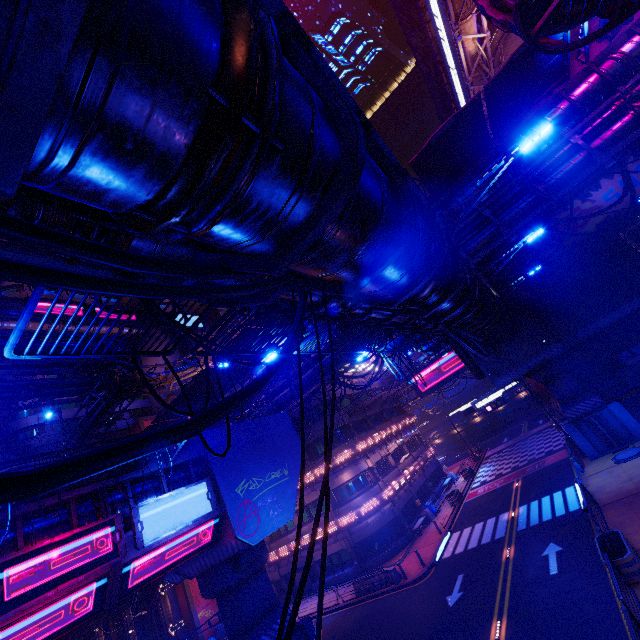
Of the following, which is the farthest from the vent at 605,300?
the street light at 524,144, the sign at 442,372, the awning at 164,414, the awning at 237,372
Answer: the awning at 164,414

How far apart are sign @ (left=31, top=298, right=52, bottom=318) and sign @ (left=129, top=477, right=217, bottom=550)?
44.02m

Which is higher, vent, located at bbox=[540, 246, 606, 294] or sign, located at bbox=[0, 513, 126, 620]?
vent, located at bbox=[540, 246, 606, 294]

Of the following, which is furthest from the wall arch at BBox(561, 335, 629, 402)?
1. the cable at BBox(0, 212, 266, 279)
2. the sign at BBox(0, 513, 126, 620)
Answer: the sign at BBox(0, 513, 126, 620)

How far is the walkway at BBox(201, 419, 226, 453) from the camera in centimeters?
1739cm

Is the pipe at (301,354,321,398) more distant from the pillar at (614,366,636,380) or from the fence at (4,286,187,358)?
the pillar at (614,366,636,380)

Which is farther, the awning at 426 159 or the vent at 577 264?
the vent at 577 264

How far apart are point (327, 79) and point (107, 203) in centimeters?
215cm
